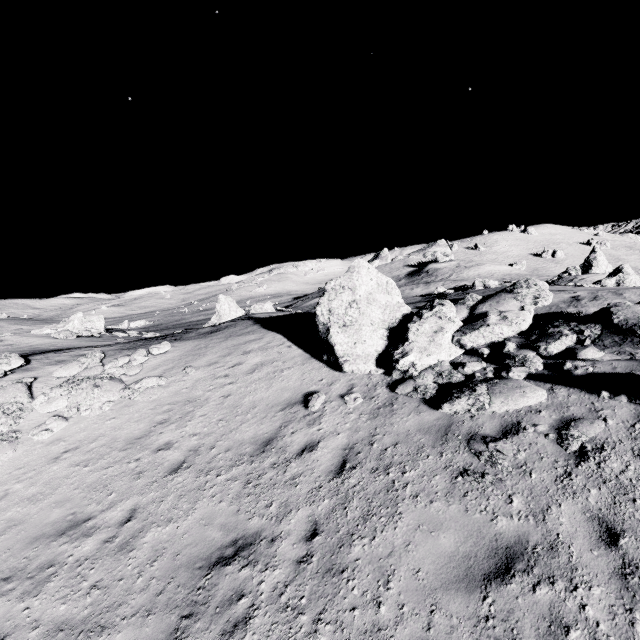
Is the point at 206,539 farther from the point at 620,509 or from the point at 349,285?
the point at 349,285

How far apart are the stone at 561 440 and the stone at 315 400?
5.2 meters

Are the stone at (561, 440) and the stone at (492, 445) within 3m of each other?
yes

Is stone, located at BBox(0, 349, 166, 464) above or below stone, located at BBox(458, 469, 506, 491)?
above

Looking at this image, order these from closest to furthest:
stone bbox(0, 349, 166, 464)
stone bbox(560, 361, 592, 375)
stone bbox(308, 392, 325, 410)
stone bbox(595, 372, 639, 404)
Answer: stone bbox(595, 372, 639, 404), stone bbox(560, 361, 592, 375), stone bbox(308, 392, 325, 410), stone bbox(0, 349, 166, 464)

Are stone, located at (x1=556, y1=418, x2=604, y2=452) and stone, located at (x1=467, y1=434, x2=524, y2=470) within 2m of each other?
yes

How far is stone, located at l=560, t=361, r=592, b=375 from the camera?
6.8 meters

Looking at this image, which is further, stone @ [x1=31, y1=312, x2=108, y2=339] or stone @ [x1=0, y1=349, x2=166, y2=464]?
stone @ [x1=31, y1=312, x2=108, y2=339]
